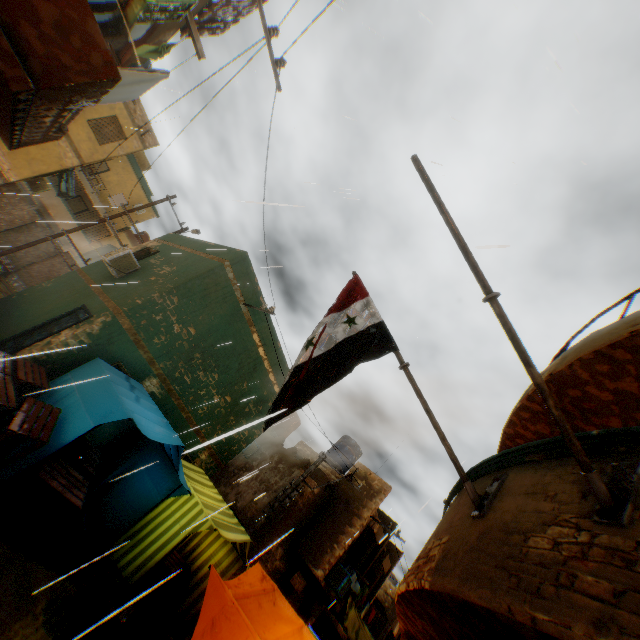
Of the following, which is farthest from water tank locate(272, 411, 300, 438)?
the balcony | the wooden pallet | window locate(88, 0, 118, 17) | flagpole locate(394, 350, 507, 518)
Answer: window locate(88, 0, 118, 17)

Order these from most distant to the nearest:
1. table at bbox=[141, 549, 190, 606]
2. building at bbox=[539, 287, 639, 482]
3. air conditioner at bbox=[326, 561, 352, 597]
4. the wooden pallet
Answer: air conditioner at bbox=[326, 561, 352, 597] → table at bbox=[141, 549, 190, 606] → the wooden pallet → building at bbox=[539, 287, 639, 482]

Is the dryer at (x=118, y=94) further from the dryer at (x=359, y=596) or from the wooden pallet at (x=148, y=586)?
the dryer at (x=359, y=596)

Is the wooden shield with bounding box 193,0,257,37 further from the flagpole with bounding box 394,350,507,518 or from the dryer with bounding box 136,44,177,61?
the flagpole with bounding box 394,350,507,518

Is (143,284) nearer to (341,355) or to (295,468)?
(341,355)

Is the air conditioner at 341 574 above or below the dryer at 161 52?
below

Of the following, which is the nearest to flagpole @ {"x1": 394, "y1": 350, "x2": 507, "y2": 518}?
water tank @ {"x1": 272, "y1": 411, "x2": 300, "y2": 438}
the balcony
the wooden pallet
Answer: the balcony

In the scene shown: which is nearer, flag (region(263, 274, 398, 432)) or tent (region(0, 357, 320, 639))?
flag (region(263, 274, 398, 432))
